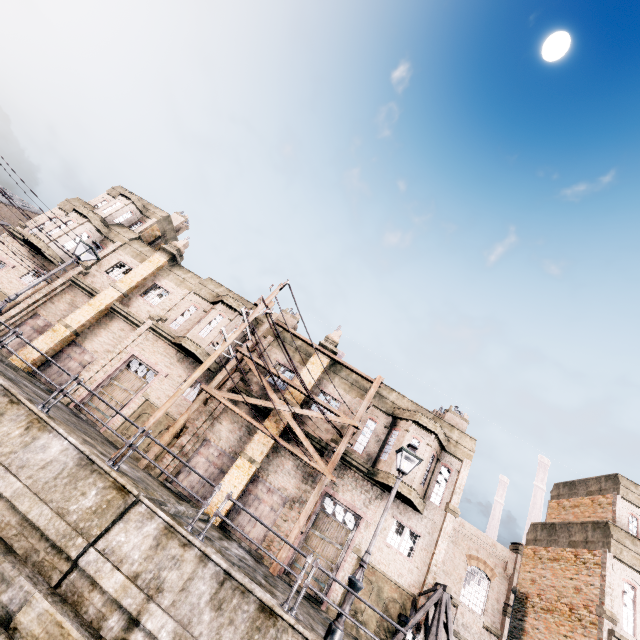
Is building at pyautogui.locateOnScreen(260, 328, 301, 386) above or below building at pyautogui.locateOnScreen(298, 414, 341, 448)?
above

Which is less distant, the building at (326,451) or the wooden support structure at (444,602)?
the wooden support structure at (444,602)

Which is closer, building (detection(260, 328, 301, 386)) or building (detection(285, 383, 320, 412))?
building (detection(285, 383, 320, 412))

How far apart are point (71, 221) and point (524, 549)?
44.1m

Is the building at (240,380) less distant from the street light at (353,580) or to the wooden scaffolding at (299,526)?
the wooden scaffolding at (299,526)

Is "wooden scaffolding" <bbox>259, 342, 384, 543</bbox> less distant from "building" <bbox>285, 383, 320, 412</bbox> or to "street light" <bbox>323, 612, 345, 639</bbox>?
"building" <bbox>285, 383, 320, 412</bbox>
